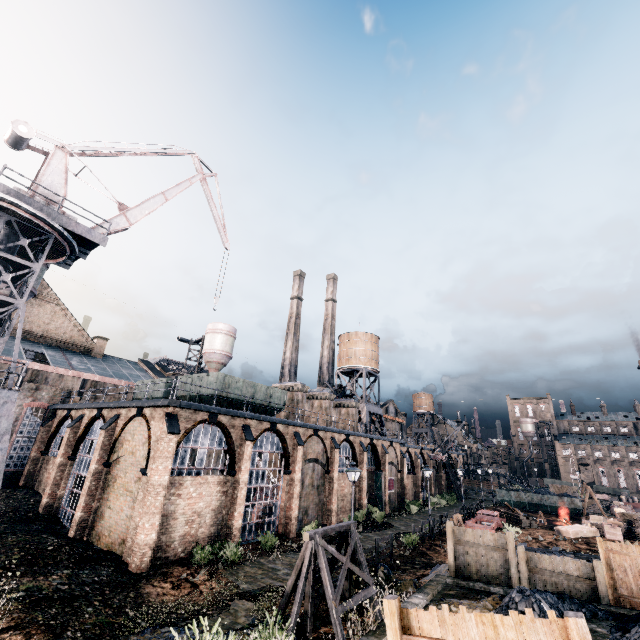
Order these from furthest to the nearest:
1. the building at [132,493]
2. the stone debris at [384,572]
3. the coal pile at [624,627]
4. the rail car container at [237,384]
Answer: the rail car container at [237,384] < the building at [132,493] < the stone debris at [384,572] < the coal pile at [624,627]

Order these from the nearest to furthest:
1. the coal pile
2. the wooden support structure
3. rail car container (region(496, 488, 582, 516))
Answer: the coal pile
the wooden support structure
rail car container (region(496, 488, 582, 516))

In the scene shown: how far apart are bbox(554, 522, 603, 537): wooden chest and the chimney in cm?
2371

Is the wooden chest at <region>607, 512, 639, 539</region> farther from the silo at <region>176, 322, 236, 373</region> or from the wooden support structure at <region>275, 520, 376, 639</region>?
the silo at <region>176, 322, 236, 373</region>

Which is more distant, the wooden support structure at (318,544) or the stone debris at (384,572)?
the stone debris at (384,572)

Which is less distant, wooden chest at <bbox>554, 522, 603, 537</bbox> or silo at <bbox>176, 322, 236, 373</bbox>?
wooden chest at <bbox>554, 522, 603, 537</bbox>

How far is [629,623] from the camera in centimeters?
1015cm

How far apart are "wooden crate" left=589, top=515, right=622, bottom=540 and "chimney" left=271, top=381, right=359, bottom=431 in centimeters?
2677cm
